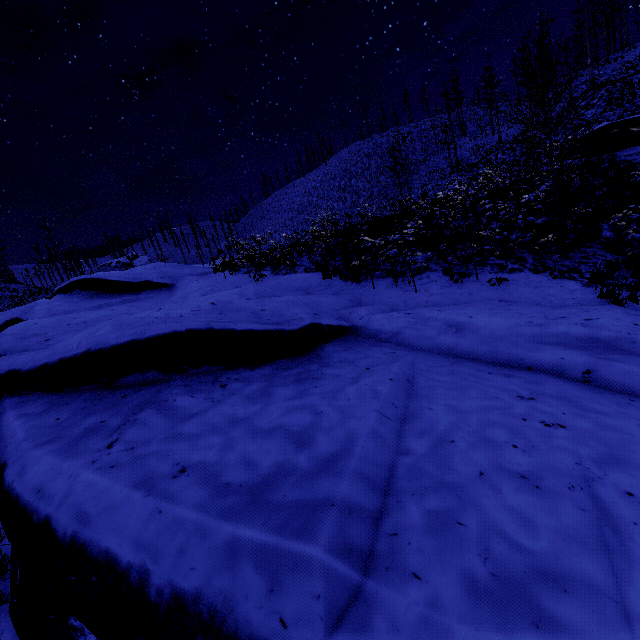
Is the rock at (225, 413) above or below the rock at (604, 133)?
below

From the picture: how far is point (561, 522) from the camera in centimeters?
205cm

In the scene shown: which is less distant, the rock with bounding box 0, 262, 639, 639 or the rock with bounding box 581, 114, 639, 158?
the rock with bounding box 0, 262, 639, 639

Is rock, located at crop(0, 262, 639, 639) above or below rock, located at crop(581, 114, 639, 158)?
below

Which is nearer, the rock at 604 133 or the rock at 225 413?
the rock at 225 413
